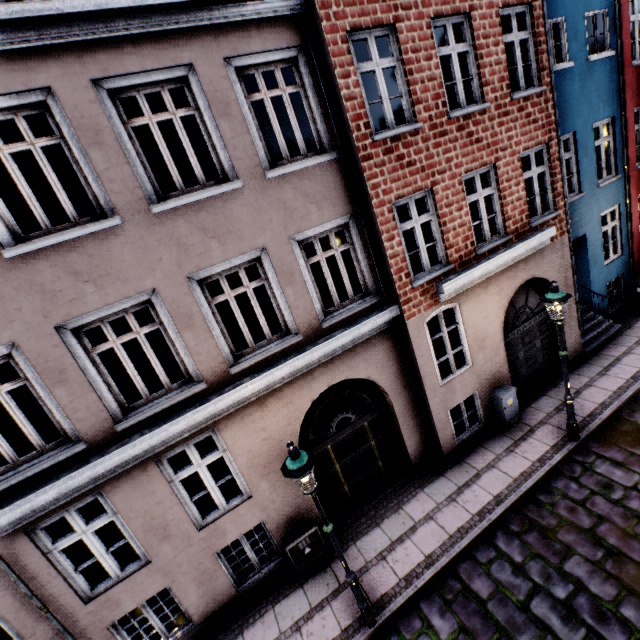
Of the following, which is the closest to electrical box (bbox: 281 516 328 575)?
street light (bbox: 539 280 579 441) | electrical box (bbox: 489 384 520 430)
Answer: street light (bbox: 539 280 579 441)

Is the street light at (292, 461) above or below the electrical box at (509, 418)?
above

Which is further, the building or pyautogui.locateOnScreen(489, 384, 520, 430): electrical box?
pyautogui.locateOnScreen(489, 384, 520, 430): electrical box

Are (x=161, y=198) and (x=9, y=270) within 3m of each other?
yes

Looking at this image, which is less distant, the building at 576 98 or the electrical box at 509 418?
the building at 576 98

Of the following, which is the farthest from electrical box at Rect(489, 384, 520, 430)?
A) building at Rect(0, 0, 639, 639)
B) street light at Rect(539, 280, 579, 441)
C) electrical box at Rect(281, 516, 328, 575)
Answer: electrical box at Rect(281, 516, 328, 575)

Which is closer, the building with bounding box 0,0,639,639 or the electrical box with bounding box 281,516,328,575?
the building with bounding box 0,0,639,639

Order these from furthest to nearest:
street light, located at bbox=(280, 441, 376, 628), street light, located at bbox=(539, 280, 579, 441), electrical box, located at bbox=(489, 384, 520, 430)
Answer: electrical box, located at bbox=(489, 384, 520, 430) < street light, located at bbox=(539, 280, 579, 441) < street light, located at bbox=(280, 441, 376, 628)
